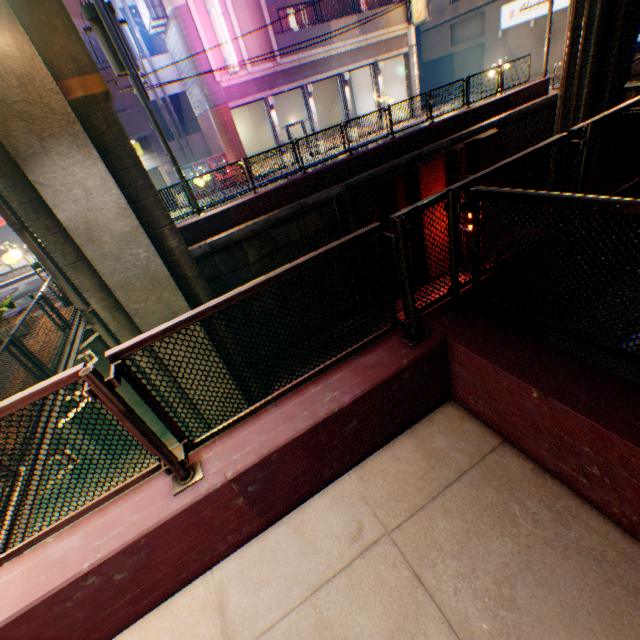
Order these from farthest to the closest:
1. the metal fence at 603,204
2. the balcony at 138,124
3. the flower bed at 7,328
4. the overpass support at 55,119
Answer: the balcony at 138,124
the flower bed at 7,328
the overpass support at 55,119
the metal fence at 603,204

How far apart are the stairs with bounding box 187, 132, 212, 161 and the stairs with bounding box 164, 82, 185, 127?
0.57m

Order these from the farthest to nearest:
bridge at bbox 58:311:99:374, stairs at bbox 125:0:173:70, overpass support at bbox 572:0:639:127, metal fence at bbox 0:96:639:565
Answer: stairs at bbox 125:0:173:70 < overpass support at bbox 572:0:639:127 < bridge at bbox 58:311:99:374 < metal fence at bbox 0:96:639:565

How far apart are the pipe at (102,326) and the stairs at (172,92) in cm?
1834

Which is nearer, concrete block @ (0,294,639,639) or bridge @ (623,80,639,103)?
concrete block @ (0,294,639,639)

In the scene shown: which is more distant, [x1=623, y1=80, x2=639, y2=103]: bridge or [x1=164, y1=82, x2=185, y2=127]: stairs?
[x1=164, y1=82, x2=185, y2=127]: stairs

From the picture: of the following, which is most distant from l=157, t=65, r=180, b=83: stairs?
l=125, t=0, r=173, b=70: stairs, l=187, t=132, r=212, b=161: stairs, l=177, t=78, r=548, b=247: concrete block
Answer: l=177, t=78, r=548, b=247: concrete block

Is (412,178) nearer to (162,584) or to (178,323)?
(178,323)
